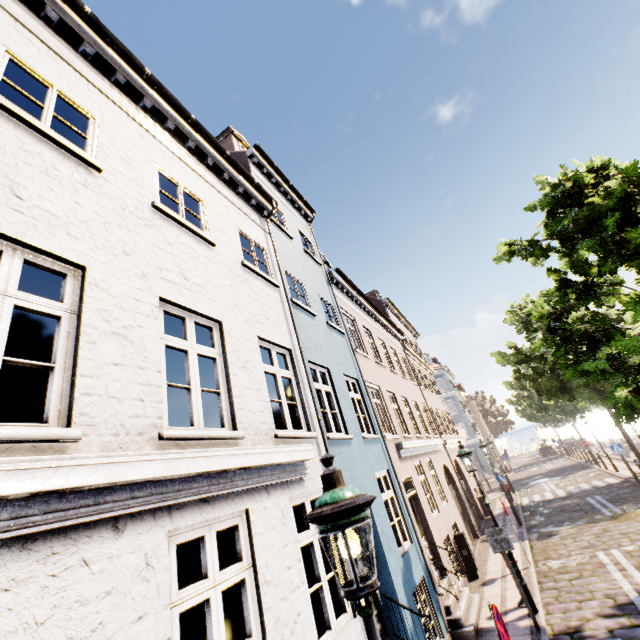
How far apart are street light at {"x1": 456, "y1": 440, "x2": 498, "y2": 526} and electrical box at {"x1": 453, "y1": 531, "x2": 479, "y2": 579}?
3.15m

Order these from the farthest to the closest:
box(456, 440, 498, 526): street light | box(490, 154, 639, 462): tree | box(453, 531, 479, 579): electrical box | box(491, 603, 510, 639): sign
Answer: box(453, 531, 479, 579): electrical box
box(456, 440, 498, 526): street light
box(490, 154, 639, 462): tree
box(491, 603, 510, 639): sign

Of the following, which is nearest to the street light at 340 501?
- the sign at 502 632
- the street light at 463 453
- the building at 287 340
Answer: the sign at 502 632

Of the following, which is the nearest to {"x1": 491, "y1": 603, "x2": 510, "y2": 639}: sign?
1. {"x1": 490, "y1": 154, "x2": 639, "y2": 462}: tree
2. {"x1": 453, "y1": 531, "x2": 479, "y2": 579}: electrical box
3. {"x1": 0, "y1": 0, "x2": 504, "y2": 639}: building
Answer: {"x1": 490, "y1": 154, "x2": 639, "y2": 462}: tree

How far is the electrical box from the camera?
10.7m

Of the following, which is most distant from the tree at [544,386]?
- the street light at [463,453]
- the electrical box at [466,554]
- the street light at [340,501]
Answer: the electrical box at [466,554]

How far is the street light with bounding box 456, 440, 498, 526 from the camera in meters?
8.6

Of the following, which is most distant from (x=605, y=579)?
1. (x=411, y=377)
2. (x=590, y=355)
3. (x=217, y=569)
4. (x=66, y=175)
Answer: (x=66, y=175)
